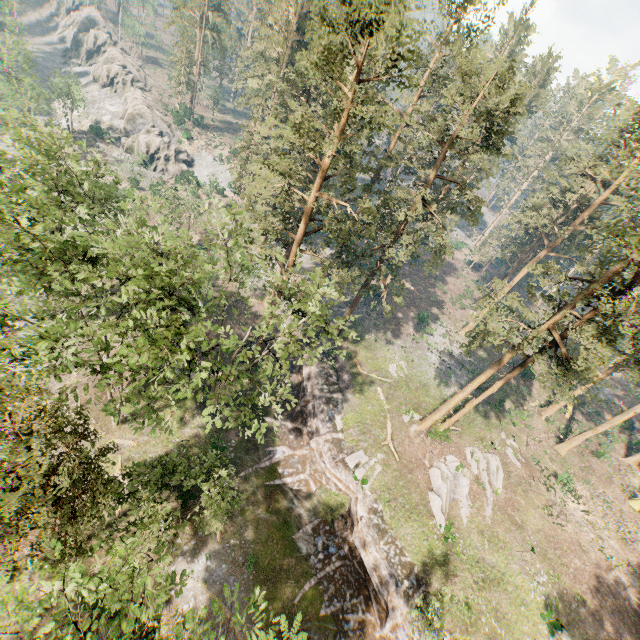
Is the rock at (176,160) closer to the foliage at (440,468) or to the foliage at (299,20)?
the foliage at (440,468)

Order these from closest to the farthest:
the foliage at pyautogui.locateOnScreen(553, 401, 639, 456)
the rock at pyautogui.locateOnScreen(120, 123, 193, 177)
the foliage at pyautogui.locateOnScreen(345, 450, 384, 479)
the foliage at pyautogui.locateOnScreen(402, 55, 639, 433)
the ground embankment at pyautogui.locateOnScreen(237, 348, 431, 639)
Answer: the foliage at pyautogui.locateOnScreen(402, 55, 639, 433) → the ground embankment at pyautogui.locateOnScreen(237, 348, 431, 639) → the foliage at pyautogui.locateOnScreen(345, 450, 384, 479) → the foliage at pyautogui.locateOnScreen(553, 401, 639, 456) → the rock at pyautogui.locateOnScreen(120, 123, 193, 177)

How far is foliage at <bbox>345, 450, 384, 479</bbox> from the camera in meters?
26.5

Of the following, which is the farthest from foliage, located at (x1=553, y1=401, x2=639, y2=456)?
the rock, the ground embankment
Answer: the rock

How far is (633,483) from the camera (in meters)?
38.25

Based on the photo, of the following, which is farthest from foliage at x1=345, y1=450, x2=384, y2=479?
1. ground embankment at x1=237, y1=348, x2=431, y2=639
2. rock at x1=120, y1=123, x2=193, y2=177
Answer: rock at x1=120, y1=123, x2=193, y2=177

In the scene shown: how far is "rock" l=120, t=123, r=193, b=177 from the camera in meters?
55.0 m

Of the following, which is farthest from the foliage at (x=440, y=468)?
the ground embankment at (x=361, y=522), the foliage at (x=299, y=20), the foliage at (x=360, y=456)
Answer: the foliage at (x=360, y=456)
